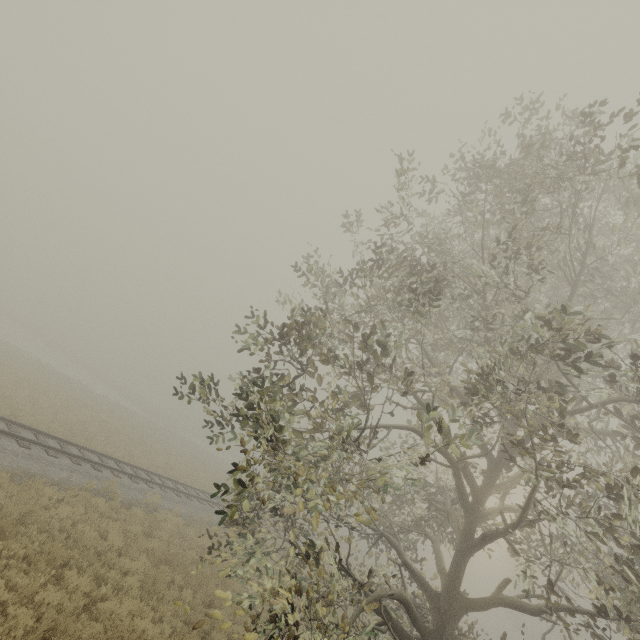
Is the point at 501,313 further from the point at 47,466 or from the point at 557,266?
the point at 47,466
